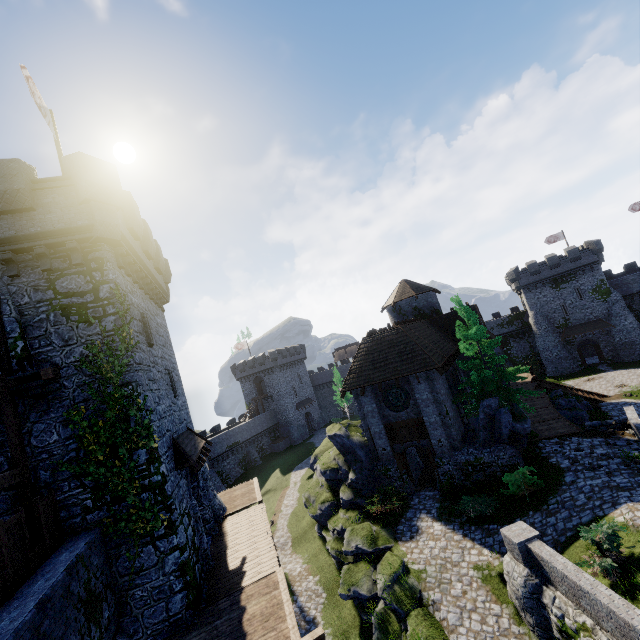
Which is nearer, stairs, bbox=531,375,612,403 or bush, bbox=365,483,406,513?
bush, bbox=365,483,406,513

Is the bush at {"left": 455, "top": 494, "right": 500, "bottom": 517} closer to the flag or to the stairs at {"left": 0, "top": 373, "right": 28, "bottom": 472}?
the stairs at {"left": 0, "top": 373, "right": 28, "bottom": 472}

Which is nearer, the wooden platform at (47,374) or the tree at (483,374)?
→ the wooden platform at (47,374)

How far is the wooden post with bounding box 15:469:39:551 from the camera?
9.7 meters

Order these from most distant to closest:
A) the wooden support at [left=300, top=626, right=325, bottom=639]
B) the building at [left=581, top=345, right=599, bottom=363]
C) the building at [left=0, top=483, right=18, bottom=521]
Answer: the building at [left=581, top=345, right=599, bottom=363] < the building at [left=0, top=483, right=18, bottom=521] < the wooden support at [left=300, top=626, right=325, bottom=639]

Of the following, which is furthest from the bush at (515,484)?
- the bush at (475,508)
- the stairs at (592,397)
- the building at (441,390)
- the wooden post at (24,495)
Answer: the wooden post at (24,495)

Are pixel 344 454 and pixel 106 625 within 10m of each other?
no

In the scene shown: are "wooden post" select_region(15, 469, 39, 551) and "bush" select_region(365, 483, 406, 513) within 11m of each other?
no
